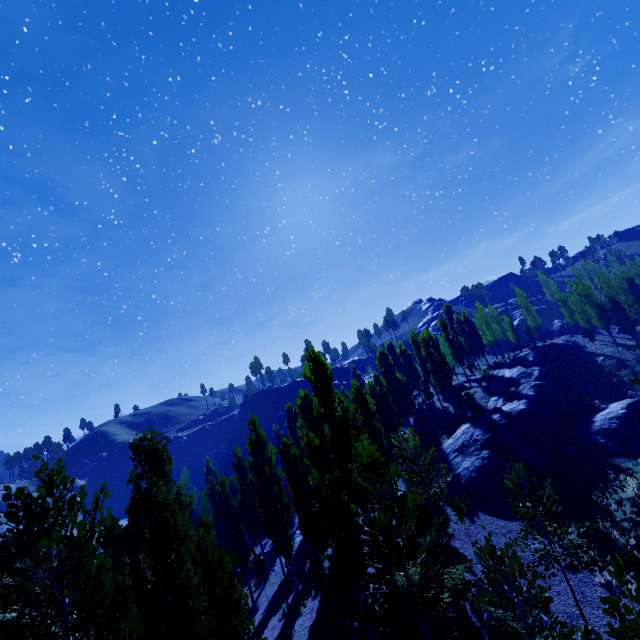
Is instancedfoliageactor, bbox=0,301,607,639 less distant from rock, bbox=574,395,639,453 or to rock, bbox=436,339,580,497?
rock, bbox=436,339,580,497

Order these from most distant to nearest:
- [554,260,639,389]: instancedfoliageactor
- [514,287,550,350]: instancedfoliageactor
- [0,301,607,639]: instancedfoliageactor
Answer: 1. [514,287,550,350]: instancedfoliageactor
2. [554,260,639,389]: instancedfoliageactor
3. [0,301,607,639]: instancedfoliageactor

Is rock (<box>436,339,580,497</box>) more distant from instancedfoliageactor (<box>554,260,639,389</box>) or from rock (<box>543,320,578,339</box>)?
rock (<box>543,320,578,339</box>)

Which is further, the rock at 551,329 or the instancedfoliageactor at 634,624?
the rock at 551,329

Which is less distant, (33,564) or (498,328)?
(33,564)

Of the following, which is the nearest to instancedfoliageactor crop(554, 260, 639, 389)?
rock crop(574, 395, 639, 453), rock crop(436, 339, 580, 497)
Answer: rock crop(436, 339, 580, 497)

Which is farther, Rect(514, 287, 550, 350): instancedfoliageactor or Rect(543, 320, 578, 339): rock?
Rect(543, 320, 578, 339): rock

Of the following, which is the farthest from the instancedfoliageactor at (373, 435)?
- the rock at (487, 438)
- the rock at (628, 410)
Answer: the rock at (628, 410)
